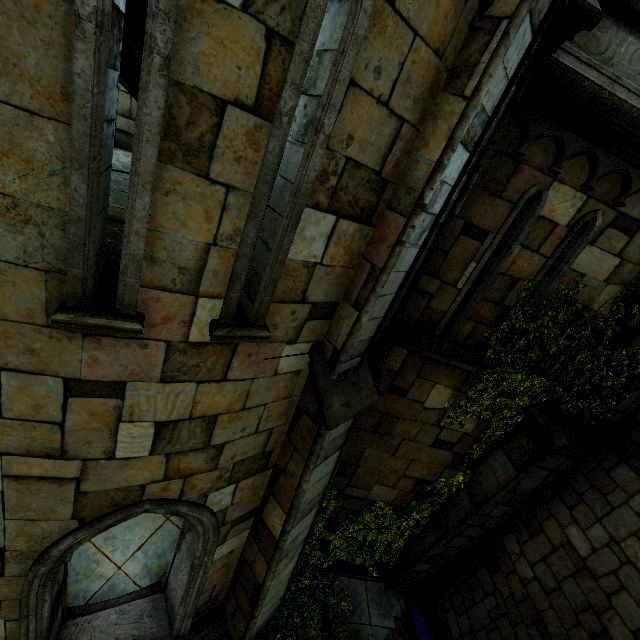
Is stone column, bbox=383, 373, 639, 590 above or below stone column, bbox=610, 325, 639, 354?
below

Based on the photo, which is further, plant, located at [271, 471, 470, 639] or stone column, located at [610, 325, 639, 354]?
plant, located at [271, 471, 470, 639]

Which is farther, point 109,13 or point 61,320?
point 61,320

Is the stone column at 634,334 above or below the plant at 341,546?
above

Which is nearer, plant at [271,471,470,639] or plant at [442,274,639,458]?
plant at [442,274,639,458]

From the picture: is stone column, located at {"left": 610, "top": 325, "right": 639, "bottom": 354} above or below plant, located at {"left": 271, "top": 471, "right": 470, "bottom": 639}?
above

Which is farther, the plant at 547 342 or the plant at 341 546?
the plant at 341 546
